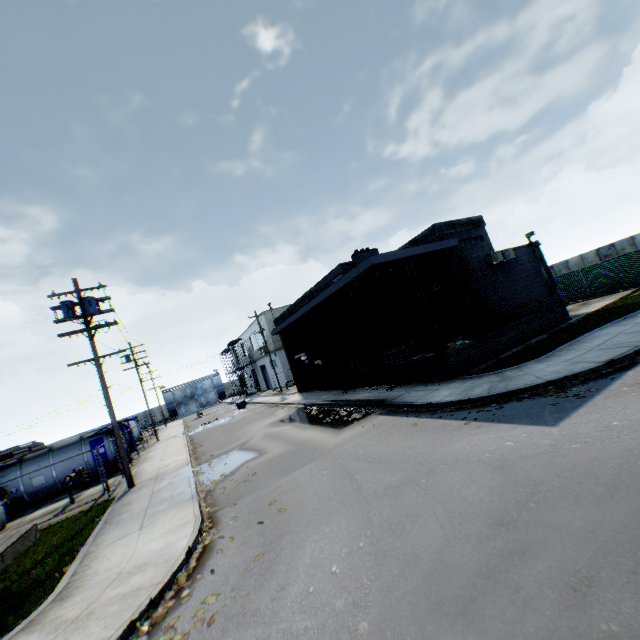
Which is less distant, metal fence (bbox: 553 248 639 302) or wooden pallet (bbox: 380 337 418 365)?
wooden pallet (bbox: 380 337 418 365)

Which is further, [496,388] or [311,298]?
[311,298]

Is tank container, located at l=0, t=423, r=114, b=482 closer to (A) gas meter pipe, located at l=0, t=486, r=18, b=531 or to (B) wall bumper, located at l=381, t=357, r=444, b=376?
(A) gas meter pipe, located at l=0, t=486, r=18, b=531

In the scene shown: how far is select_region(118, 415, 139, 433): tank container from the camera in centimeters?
2301cm

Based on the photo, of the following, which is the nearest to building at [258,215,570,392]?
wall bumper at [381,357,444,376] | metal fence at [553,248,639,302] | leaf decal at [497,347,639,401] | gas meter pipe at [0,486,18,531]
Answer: wall bumper at [381,357,444,376]

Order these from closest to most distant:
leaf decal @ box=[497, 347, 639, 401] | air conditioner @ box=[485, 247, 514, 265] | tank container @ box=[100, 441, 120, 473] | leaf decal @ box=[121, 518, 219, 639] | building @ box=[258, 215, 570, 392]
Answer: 1. leaf decal @ box=[121, 518, 219, 639]
2. leaf decal @ box=[497, 347, 639, 401]
3. building @ box=[258, 215, 570, 392]
4. air conditioner @ box=[485, 247, 514, 265]
5. tank container @ box=[100, 441, 120, 473]

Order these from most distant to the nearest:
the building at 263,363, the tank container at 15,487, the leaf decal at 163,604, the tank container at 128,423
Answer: the building at 263,363, the tank container at 128,423, the tank container at 15,487, the leaf decal at 163,604

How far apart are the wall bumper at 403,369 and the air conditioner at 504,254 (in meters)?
7.10
